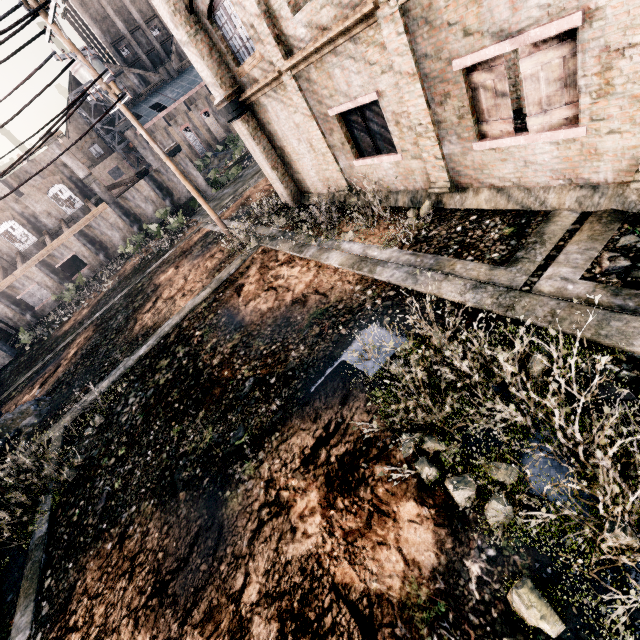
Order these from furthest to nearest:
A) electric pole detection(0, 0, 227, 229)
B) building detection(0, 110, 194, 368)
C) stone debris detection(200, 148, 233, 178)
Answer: stone debris detection(200, 148, 233, 178), building detection(0, 110, 194, 368), electric pole detection(0, 0, 227, 229)

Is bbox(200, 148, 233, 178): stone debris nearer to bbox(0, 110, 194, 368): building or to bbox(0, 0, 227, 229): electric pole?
bbox(0, 110, 194, 368): building

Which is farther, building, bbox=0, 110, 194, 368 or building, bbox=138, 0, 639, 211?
building, bbox=0, 110, 194, 368

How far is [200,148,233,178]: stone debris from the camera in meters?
53.4 m

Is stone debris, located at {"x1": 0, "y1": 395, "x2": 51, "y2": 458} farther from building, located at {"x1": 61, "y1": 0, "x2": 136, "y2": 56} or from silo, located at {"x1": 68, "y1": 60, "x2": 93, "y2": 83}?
building, located at {"x1": 61, "y1": 0, "x2": 136, "y2": 56}

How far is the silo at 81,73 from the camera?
52.8 meters

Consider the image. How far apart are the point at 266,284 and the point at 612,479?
10.27m

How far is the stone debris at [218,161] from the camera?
53.44m
